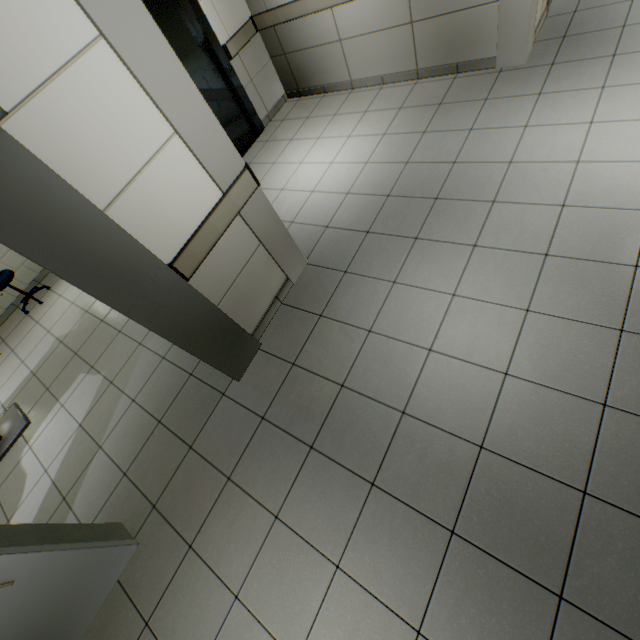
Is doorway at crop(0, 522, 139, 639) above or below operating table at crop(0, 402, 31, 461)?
above

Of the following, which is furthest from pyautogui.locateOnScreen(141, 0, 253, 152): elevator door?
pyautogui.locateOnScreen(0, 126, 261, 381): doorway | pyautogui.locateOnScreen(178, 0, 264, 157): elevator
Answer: pyautogui.locateOnScreen(0, 126, 261, 381): doorway

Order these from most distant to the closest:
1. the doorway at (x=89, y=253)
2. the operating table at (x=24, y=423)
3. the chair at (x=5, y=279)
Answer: the chair at (x=5, y=279) → the operating table at (x=24, y=423) → the doorway at (x=89, y=253)

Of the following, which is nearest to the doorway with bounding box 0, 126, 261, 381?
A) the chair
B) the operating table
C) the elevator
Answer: the operating table

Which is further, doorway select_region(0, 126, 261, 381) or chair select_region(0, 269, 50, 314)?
chair select_region(0, 269, 50, 314)

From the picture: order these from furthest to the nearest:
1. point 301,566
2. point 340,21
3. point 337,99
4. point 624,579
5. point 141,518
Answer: point 337,99, point 340,21, point 141,518, point 301,566, point 624,579

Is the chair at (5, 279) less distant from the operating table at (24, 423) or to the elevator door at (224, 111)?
the operating table at (24, 423)

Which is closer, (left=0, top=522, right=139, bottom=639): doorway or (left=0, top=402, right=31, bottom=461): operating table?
(left=0, top=522, right=139, bottom=639): doorway
